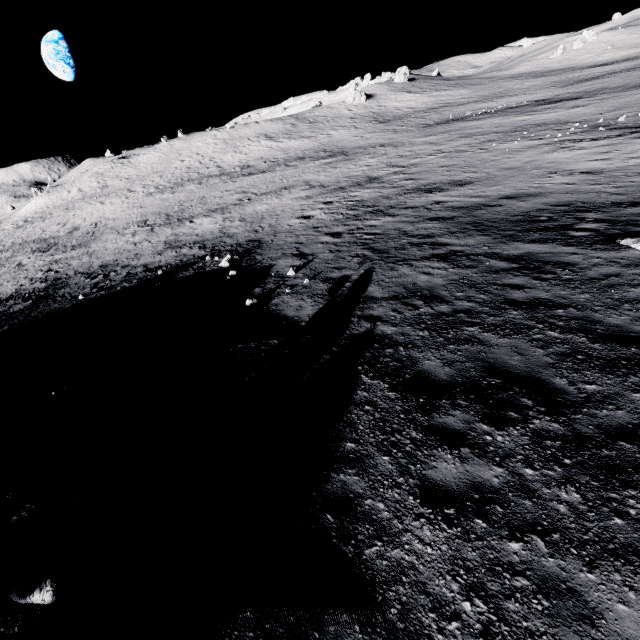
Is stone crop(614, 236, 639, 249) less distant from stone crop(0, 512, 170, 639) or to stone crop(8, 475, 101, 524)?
stone crop(0, 512, 170, 639)

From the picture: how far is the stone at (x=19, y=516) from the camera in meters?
4.2

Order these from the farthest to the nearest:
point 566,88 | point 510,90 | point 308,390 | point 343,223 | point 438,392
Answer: point 510,90 → point 566,88 → point 343,223 → point 308,390 → point 438,392

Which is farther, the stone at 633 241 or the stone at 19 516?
the stone at 633 241

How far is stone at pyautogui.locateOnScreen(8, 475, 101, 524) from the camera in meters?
4.2 m

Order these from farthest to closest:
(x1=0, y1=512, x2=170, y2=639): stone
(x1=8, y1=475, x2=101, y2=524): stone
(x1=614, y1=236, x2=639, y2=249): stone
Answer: (x1=614, y1=236, x2=639, y2=249): stone
(x1=8, y1=475, x2=101, y2=524): stone
(x1=0, y1=512, x2=170, y2=639): stone
